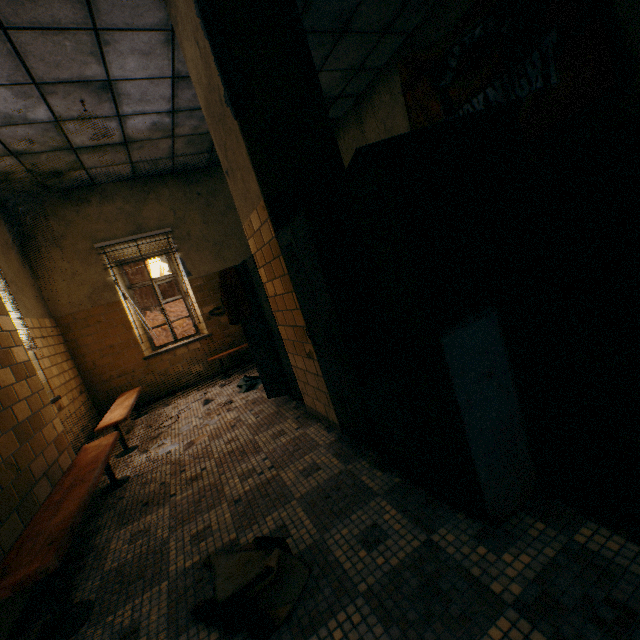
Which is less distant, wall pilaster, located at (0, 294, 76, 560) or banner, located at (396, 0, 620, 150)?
wall pilaster, located at (0, 294, 76, 560)

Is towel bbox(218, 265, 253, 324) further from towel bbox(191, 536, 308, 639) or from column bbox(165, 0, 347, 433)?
towel bbox(191, 536, 308, 639)

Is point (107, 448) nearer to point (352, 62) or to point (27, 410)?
point (27, 410)

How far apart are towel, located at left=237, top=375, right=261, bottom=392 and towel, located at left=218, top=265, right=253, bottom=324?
1.55m

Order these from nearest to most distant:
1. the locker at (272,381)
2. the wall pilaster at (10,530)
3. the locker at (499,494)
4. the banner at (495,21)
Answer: the locker at (499,494) < the wall pilaster at (10,530) < the banner at (495,21) < the locker at (272,381)

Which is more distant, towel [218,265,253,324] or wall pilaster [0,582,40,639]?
towel [218,265,253,324]

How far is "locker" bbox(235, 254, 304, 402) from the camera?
3.37m

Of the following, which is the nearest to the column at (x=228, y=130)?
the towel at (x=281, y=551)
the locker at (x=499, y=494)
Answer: the locker at (x=499, y=494)
